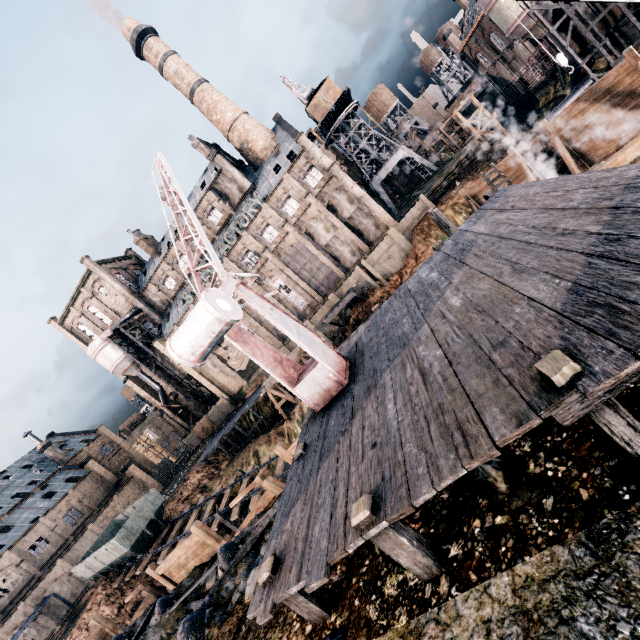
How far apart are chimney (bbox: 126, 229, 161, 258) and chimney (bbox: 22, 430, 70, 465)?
35.1 meters

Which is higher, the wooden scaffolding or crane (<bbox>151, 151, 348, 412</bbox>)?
crane (<bbox>151, 151, 348, 412</bbox>)

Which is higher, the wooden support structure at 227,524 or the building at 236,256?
the building at 236,256

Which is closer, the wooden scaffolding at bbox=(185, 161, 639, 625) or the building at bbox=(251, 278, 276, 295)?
the wooden scaffolding at bbox=(185, 161, 639, 625)

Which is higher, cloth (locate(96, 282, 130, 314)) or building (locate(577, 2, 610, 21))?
cloth (locate(96, 282, 130, 314))

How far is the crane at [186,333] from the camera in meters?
7.1

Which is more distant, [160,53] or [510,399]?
[160,53]

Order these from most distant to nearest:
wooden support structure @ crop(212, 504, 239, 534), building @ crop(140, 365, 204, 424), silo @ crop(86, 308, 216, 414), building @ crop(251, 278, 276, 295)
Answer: building @ crop(140, 365, 204, 424)
silo @ crop(86, 308, 216, 414)
building @ crop(251, 278, 276, 295)
wooden support structure @ crop(212, 504, 239, 534)
